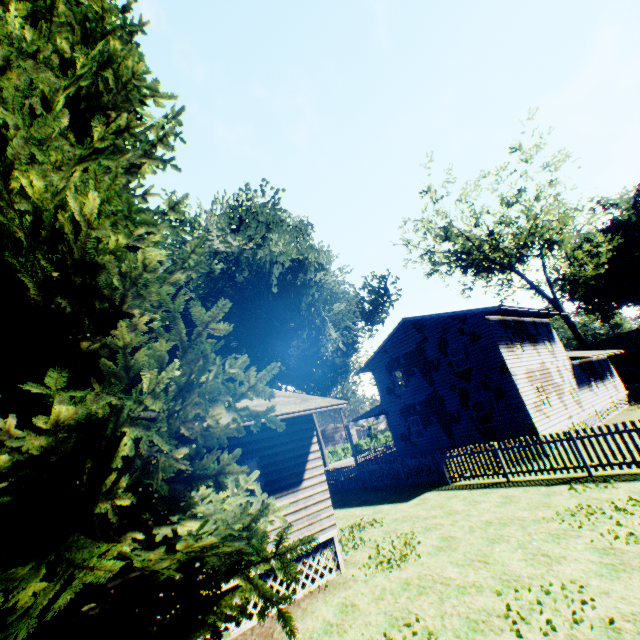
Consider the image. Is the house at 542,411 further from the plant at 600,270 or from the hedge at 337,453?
the hedge at 337,453

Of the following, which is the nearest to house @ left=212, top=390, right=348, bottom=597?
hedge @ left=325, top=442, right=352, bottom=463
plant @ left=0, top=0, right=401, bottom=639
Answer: plant @ left=0, top=0, right=401, bottom=639

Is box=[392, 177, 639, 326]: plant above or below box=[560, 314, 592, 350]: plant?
above

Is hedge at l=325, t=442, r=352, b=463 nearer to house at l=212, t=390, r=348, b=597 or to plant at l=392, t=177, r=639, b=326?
plant at l=392, t=177, r=639, b=326

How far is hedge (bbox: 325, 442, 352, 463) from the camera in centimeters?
5256cm

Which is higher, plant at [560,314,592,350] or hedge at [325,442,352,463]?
plant at [560,314,592,350]

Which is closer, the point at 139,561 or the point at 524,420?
the point at 139,561
